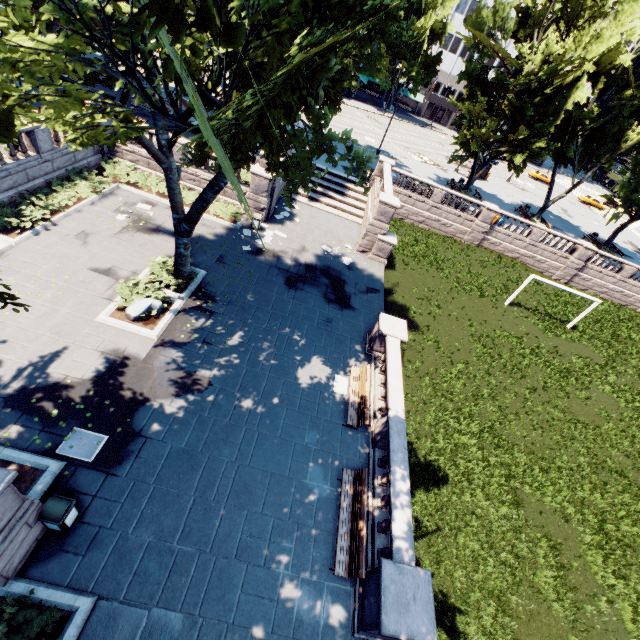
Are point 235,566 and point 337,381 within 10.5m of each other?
yes

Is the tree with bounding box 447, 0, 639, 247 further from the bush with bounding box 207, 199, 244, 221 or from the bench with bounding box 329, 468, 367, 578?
the bench with bounding box 329, 468, 367, 578

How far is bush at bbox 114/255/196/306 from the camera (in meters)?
13.56

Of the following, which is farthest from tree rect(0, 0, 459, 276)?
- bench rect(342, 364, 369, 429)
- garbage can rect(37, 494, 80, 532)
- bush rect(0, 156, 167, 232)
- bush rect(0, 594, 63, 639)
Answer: bench rect(342, 364, 369, 429)

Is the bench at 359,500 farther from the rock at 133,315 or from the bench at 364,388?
the rock at 133,315

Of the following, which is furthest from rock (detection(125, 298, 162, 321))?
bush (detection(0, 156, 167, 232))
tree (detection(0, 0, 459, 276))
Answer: bush (detection(0, 156, 167, 232))

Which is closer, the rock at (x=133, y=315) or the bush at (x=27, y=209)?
the rock at (x=133, y=315)

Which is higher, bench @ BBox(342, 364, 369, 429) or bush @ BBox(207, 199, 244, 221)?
bench @ BBox(342, 364, 369, 429)
